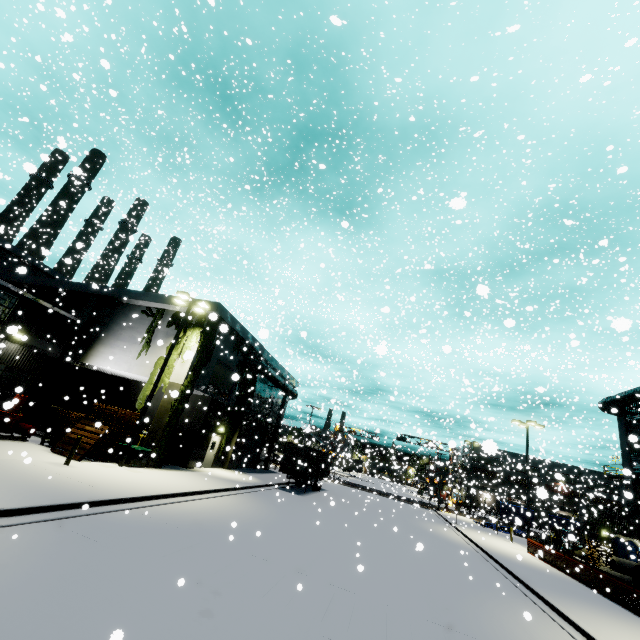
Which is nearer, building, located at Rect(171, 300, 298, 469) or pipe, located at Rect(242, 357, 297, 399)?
building, located at Rect(171, 300, 298, 469)

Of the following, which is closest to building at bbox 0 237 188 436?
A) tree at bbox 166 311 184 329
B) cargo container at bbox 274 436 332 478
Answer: tree at bbox 166 311 184 329

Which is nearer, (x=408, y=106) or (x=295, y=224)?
(x=408, y=106)

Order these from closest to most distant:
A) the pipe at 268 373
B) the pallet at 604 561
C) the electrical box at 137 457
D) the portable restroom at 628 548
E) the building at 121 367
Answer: the electrical box at 137 457 < the building at 121 367 < the portable restroom at 628 548 < the pallet at 604 561 < the pipe at 268 373

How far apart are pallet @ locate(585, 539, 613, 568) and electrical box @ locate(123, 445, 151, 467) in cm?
3657

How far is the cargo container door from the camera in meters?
26.0

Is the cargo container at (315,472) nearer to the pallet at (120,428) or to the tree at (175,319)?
the tree at (175,319)

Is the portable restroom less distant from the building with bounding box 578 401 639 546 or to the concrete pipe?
the building with bounding box 578 401 639 546
